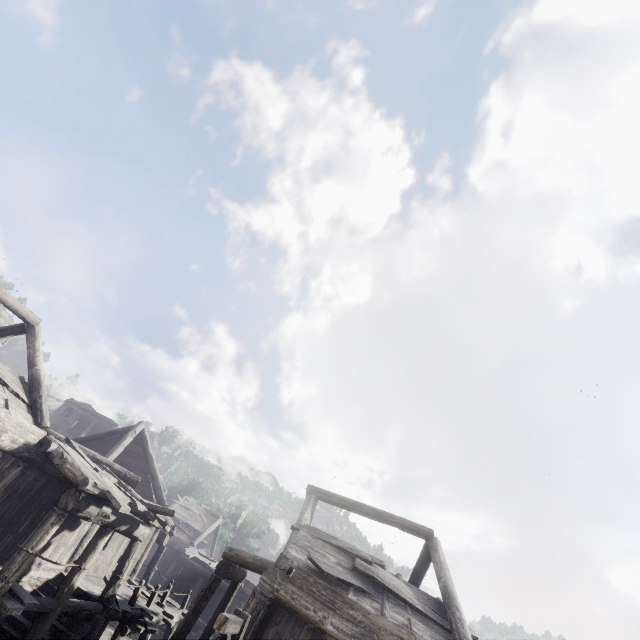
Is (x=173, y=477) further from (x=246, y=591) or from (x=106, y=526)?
(x=106, y=526)

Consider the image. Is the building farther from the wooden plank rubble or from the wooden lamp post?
the wooden lamp post

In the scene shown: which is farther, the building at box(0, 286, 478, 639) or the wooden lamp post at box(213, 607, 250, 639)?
the building at box(0, 286, 478, 639)

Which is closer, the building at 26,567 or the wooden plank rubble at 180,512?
the building at 26,567

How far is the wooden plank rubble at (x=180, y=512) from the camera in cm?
2842

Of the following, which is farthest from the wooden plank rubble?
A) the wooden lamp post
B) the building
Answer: the wooden lamp post
